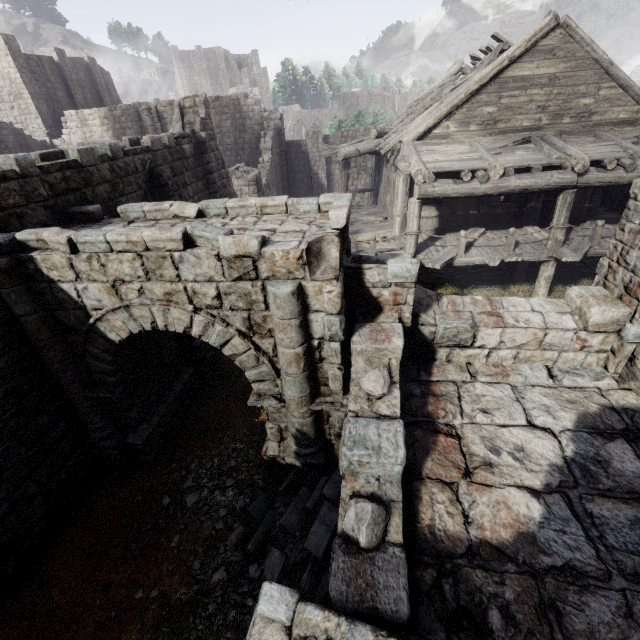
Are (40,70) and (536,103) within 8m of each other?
no

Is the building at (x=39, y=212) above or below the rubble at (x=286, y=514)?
above

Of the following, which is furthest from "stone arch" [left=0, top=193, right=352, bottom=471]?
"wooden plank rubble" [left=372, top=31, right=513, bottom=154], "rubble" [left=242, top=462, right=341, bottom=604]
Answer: "wooden plank rubble" [left=372, top=31, right=513, bottom=154]

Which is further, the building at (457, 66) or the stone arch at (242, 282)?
the building at (457, 66)

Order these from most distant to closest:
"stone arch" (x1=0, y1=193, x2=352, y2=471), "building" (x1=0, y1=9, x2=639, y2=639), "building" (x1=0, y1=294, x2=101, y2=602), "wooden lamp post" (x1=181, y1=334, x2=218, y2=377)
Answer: "wooden lamp post" (x1=181, y1=334, x2=218, y2=377) → "building" (x1=0, y1=294, x2=101, y2=602) → "stone arch" (x1=0, y1=193, x2=352, y2=471) → "building" (x1=0, y1=9, x2=639, y2=639)

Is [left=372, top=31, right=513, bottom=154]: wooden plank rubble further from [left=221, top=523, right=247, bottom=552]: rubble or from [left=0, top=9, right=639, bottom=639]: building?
[left=221, top=523, right=247, bottom=552]: rubble

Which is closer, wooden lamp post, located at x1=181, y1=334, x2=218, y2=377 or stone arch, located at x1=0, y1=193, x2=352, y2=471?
stone arch, located at x1=0, y1=193, x2=352, y2=471

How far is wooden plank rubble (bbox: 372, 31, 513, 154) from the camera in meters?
11.2 m
